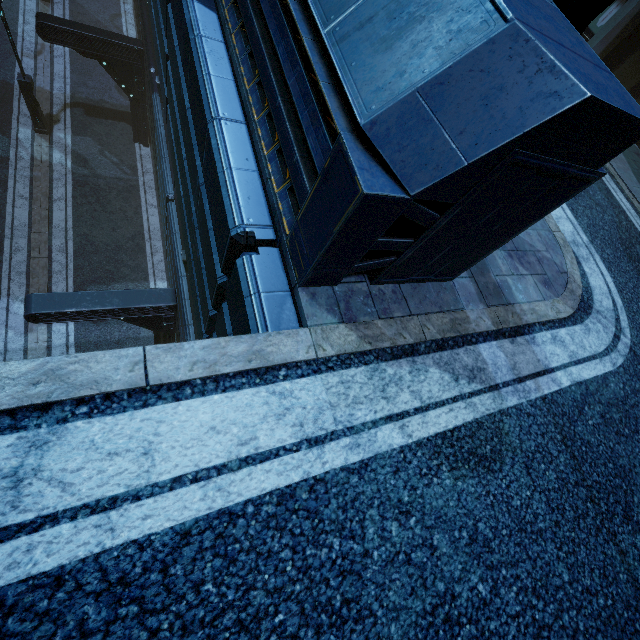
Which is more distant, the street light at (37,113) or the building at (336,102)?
the street light at (37,113)

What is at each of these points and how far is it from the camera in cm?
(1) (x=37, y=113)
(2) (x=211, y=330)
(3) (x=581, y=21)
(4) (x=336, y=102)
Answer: (1) street light, 1463
(2) building, 507
(3) street light, 298
(4) building, 222

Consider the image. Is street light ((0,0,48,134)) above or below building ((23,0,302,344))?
below

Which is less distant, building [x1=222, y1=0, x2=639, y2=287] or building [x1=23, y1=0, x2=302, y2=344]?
building [x1=222, y1=0, x2=639, y2=287]

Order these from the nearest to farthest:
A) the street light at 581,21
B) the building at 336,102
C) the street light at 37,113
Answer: the building at 336,102, the street light at 581,21, the street light at 37,113

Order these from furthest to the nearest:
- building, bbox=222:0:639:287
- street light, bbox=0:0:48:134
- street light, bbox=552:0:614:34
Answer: street light, bbox=0:0:48:134
street light, bbox=552:0:614:34
building, bbox=222:0:639:287

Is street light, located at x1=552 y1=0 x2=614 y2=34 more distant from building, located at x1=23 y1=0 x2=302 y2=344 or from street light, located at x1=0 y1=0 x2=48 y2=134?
street light, located at x1=0 y1=0 x2=48 y2=134
